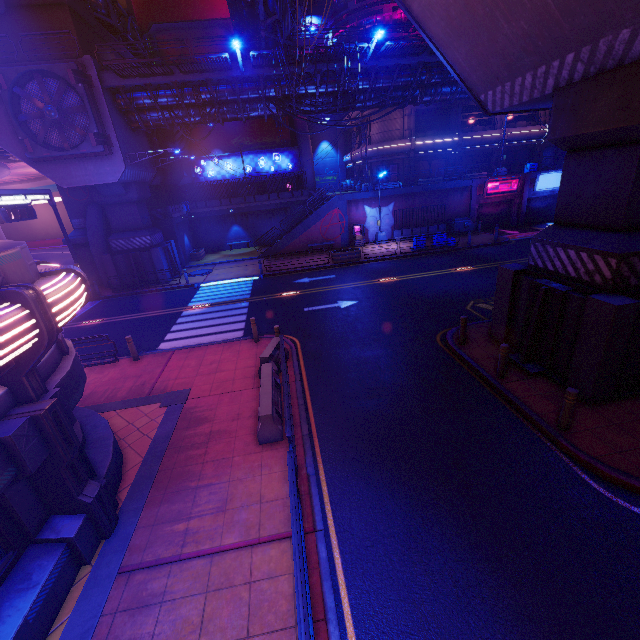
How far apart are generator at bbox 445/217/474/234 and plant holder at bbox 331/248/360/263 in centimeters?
1061cm

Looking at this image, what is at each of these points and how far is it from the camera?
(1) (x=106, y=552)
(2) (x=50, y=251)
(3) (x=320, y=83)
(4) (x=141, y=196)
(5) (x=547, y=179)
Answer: (1) beam, 5.9m
(2) tunnel, 54.6m
(3) walkway, 20.4m
(4) pillar, 23.1m
(5) sign, 30.4m

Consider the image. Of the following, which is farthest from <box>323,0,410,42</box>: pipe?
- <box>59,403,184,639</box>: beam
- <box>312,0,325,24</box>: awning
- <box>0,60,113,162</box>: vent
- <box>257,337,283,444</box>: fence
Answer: <box>59,403,184,639</box>: beam

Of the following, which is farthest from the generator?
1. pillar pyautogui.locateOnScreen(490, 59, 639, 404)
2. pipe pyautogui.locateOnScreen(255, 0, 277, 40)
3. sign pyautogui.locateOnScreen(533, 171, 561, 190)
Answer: pillar pyautogui.locateOnScreen(490, 59, 639, 404)

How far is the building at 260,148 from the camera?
37.06m

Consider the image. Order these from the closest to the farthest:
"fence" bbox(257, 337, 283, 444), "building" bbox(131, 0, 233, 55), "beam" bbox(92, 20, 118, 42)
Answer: "fence" bbox(257, 337, 283, 444) → "beam" bbox(92, 20, 118, 42) → "building" bbox(131, 0, 233, 55)

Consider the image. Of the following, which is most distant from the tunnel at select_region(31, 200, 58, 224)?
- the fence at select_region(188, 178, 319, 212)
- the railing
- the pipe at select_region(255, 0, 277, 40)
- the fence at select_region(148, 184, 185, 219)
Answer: the railing

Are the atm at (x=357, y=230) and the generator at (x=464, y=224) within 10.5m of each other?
yes
